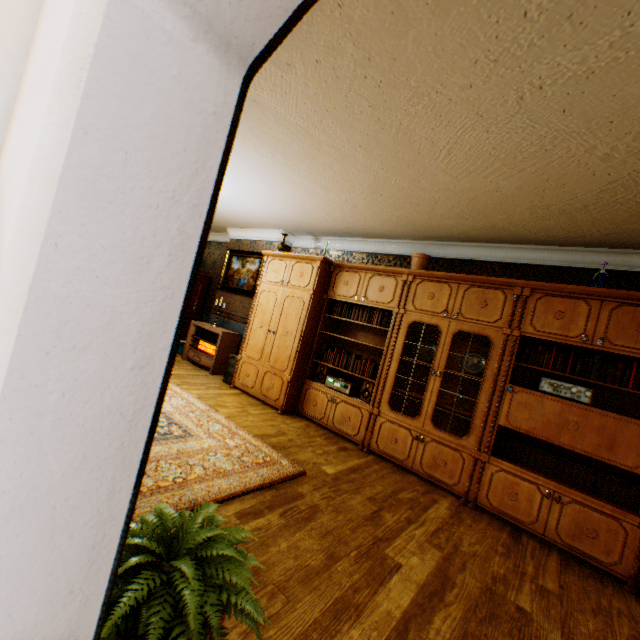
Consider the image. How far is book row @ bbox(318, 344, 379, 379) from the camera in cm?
465

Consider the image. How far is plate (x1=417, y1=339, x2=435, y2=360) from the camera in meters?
4.4 m

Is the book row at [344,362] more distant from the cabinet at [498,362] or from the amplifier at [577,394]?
the amplifier at [577,394]

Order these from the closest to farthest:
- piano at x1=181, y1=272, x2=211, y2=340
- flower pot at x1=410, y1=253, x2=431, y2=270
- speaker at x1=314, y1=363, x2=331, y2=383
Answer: flower pot at x1=410, y1=253, x2=431, y2=270 < speaker at x1=314, y1=363, x2=331, y2=383 < piano at x1=181, y1=272, x2=211, y2=340

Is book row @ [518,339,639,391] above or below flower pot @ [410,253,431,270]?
below

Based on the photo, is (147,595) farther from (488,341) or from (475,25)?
(488,341)

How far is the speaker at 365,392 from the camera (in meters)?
4.61

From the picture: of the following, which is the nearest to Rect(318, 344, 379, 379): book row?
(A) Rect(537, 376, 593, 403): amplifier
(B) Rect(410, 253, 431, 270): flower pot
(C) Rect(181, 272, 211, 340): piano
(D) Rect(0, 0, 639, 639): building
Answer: (D) Rect(0, 0, 639, 639): building
